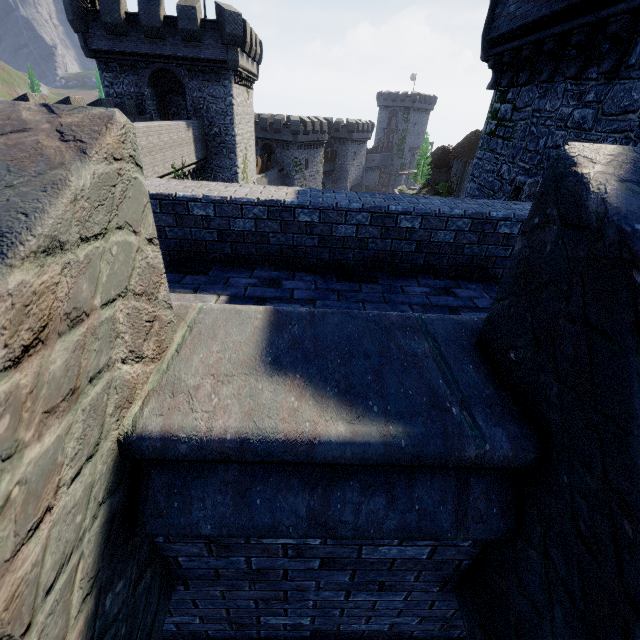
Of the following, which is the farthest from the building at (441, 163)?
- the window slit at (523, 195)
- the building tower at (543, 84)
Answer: the window slit at (523, 195)

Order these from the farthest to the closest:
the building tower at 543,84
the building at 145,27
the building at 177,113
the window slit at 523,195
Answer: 1. the building at 177,113
2. the building at 145,27
3. the window slit at 523,195
4. the building tower at 543,84

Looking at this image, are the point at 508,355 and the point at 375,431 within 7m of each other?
yes

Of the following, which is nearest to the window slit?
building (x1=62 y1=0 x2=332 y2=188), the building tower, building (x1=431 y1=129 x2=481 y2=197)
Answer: the building tower

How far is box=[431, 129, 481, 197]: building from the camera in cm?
4611

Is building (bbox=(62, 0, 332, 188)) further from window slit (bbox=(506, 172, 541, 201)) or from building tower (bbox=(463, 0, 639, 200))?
window slit (bbox=(506, 172, 541, 201))

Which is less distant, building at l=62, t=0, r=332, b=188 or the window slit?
the window slit

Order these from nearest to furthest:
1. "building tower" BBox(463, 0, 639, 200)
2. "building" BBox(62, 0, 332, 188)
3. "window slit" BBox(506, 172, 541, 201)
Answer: "building tower" BBox(463, 0, 639, 200) → "window slit" BBox(506, 172, 541, 201) → "building" BBox(62, 0, 332, 188)
